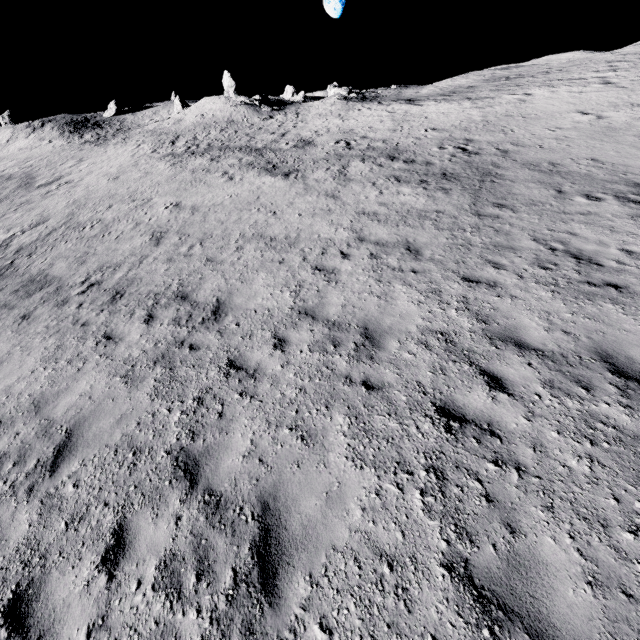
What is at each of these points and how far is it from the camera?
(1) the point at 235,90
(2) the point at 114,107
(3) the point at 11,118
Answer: (1) stone, 43.2 meters
(2) stone, 58.1 meters
(3) stone, 57.8 meters

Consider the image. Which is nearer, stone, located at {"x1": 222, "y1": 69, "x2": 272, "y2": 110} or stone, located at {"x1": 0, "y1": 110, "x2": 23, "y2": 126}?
stone, located at {"x1": 222, "y1": 69, "x2": 272, "y2": 110}

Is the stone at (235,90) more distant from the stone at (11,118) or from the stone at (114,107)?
the stone at (11,118)

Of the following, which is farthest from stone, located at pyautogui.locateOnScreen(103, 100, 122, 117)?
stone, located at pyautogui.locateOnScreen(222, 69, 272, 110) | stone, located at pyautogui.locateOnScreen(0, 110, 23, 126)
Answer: stone, located at pyautogui.locateOnScreen(222, 69, 272, 110)

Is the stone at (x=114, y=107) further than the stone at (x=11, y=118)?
Yes

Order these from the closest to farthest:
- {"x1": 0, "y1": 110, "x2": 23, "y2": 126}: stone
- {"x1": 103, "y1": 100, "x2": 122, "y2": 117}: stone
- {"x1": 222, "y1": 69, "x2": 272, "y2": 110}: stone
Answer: {"x1": 222, "y1": 69, "x2": 272, "y2": 110}: stone
{"x1": 0, "y1": 110, "x2": 23, "y2": 126}: stone
{"x1": 103, "y1": 100, "x2": 122, "y2": 117}: stone

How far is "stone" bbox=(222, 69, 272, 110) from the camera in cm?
3991
